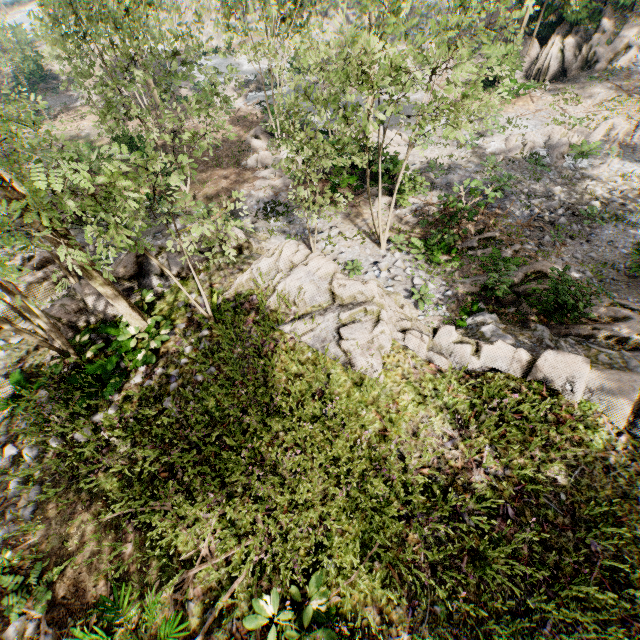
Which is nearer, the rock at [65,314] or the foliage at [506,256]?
the rock at [65,314]

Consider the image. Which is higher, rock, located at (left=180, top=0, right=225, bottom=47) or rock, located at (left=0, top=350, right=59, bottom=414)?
rock, located at (left=0, top=350, right=59, bottom=414)

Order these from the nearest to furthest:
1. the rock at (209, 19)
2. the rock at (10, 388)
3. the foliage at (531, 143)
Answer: the rock at (10, 388) < the foliage at (531, 143) < the rock at (209, 19)

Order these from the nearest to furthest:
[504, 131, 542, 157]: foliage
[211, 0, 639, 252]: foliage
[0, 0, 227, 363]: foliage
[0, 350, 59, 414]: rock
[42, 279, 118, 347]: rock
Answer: [0, 0, 227, 363]: foliage, [211, 0, 639, 252]: foliage, [0, 350, 59, 414]: rock, [42, 279, 118, 347]: rock, [504, 131, 542, 157]: foliage

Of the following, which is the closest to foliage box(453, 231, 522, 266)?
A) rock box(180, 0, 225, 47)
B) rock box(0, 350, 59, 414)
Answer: rock box(180, 0, 225, 47)

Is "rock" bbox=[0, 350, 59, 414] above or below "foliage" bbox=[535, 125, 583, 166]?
above

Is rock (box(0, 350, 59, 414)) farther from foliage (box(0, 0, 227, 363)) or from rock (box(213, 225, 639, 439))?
foliage (box(0, 0, 227, 363))

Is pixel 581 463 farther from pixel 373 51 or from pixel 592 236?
pixel 592 236
